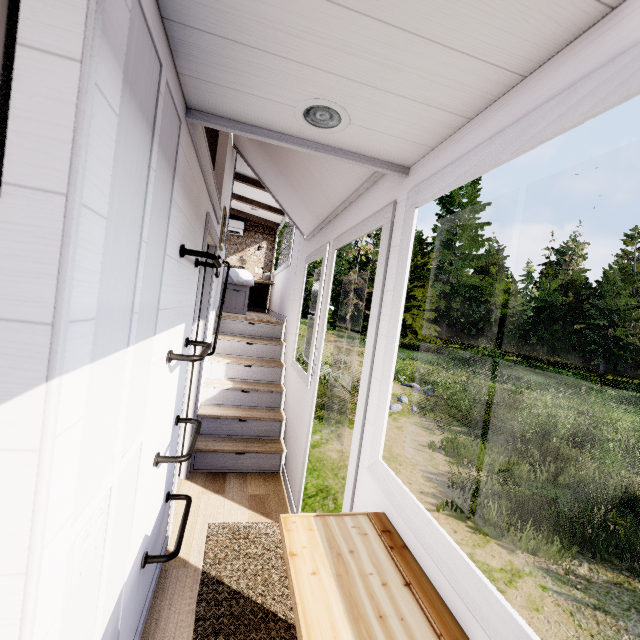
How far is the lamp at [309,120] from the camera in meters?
1.1

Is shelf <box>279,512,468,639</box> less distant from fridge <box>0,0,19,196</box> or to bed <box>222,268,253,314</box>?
fridge <box>0,0,19,196</box>

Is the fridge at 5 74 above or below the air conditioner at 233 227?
below

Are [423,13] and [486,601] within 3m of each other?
yes

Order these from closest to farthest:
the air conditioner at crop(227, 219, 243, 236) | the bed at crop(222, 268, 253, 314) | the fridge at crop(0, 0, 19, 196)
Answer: the fridge at crop(0, 0, 19, 196), the bed at crop(222, 268, 253, 314), the air conditioner at crop(227, 219, 243, 236)

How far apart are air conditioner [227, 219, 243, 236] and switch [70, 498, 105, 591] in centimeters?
735cm

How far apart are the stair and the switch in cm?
261

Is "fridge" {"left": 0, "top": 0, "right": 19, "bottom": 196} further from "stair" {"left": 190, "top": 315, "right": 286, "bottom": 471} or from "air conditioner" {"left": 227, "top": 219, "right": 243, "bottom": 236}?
"air conditioner" {"left": 227, "top": 219, "right": 243, "bottom": 236}
